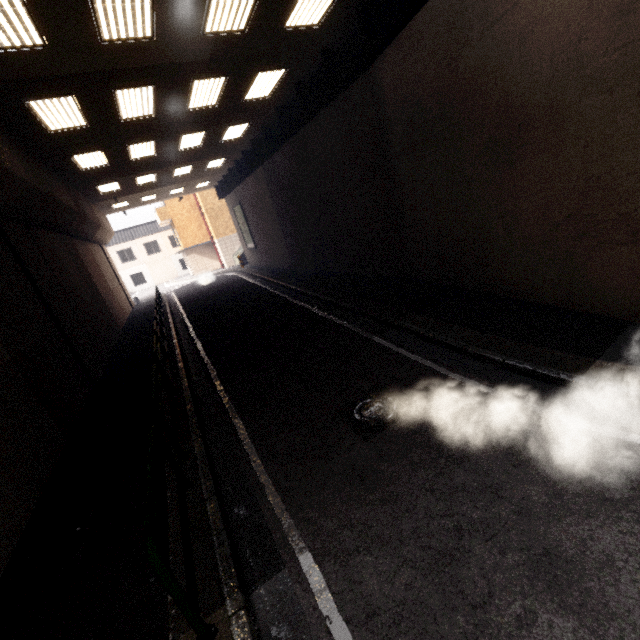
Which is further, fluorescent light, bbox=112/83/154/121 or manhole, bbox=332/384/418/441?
Answer: fluorescent light, bbox=112/83/154/121

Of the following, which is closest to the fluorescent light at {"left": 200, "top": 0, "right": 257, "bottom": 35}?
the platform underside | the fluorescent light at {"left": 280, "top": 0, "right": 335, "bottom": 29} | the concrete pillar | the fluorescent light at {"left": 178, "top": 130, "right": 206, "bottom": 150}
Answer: the fluorescent light at {"left": 280, "top": 0, "right": 335, "bottom": 29}

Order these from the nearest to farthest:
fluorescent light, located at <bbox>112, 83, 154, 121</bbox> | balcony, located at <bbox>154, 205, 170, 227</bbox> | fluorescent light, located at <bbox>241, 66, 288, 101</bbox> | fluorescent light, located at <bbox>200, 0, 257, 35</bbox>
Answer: fluorescent light, located at <bbox>200, 0, 257, 35</bbox> → fluorescent light, located at <bbox>112, 83, 154, 121</bbox> → fluorescent light, located at <bbox>241, 66, 288, 101</bbox> → balcony, located at <bbox>154, 205, 170, 227</bbox>

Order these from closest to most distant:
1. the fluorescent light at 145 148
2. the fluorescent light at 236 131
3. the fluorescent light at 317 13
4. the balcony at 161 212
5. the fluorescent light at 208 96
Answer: the fluorescent light at 317 13
the fluorescent light at 208 96
the fluorescent light at 145 148
the fluorescent light at 236 131
the balcony at 161 212

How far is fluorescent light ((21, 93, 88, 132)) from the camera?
7.36m

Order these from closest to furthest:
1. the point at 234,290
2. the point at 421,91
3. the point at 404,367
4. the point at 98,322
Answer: the point at 404,367 → the point at 421,91 → the point at 98,322 → the point at 234,290

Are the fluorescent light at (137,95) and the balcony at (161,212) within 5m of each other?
no

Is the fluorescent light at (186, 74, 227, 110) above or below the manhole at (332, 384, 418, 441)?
above
